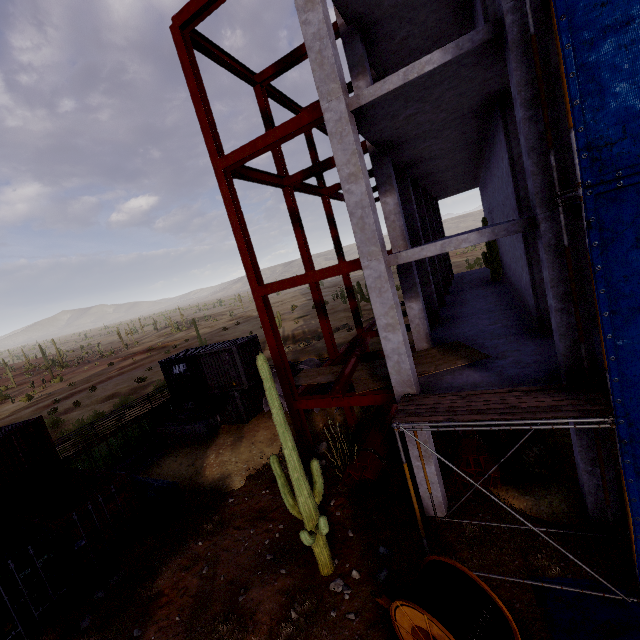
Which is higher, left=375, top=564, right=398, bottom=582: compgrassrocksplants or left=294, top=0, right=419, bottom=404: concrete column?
left=294, top=0, right=419, bottom=404: concrete column

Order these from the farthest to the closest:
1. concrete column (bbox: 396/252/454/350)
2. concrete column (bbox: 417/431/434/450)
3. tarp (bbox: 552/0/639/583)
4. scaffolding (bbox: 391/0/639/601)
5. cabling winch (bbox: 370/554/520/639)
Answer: concrete column (bbox: 396/252/454/350)
concrete column (bbox: 417/431/434/450)
scaffolding (bbox: 391/0/639/601)
cabling winch (bbox: 370/554/520/639)
tarp (bbox: 552/0/639/583)

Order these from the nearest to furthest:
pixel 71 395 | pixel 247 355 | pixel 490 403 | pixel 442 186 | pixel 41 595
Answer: pixel 490 403 < pixel 41 595 < pixel 247 355 < pixel 442 186 < pixel 71 395

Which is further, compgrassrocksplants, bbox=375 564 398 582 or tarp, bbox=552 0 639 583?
compgrassrocksplants, bbox=375 564 398 582

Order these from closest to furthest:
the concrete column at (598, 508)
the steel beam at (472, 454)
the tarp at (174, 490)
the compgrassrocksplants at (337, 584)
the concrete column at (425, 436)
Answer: the concrete column at (598, 508) < the compgrassrocksplants at (337, 584) < the concrete column at (425, 436) < the steel beam at (472, 454) < the tarp at (174, 490)

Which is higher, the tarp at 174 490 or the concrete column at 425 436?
the concrete column at 425 436

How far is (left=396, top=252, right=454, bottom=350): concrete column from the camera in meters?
12.1 m

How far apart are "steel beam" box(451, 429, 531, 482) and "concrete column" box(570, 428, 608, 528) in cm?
202
